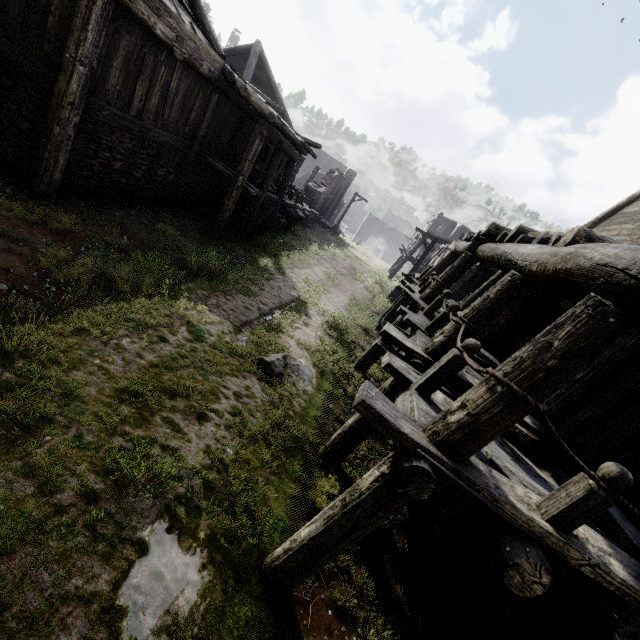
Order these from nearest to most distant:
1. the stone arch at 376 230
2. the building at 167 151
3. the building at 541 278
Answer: the building at 541 278
the building at 167 151
the stone arch at 376 230

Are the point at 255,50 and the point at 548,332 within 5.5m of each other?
no

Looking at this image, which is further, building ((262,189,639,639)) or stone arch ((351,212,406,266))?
stone arch ((351,212,406,266))

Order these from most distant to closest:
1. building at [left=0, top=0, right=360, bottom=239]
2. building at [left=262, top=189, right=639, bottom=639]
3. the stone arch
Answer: the stone arch
building at [left=0, top=0, right=360, bottom=239]
building at [left=262, top=189, right=639, bottom=639]

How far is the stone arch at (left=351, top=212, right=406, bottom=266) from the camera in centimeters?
5125cm

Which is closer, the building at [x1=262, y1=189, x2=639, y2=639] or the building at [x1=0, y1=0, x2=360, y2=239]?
the building at [x1=262, y1=189, x2=639, y2=639]

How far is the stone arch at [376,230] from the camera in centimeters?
5125cm
